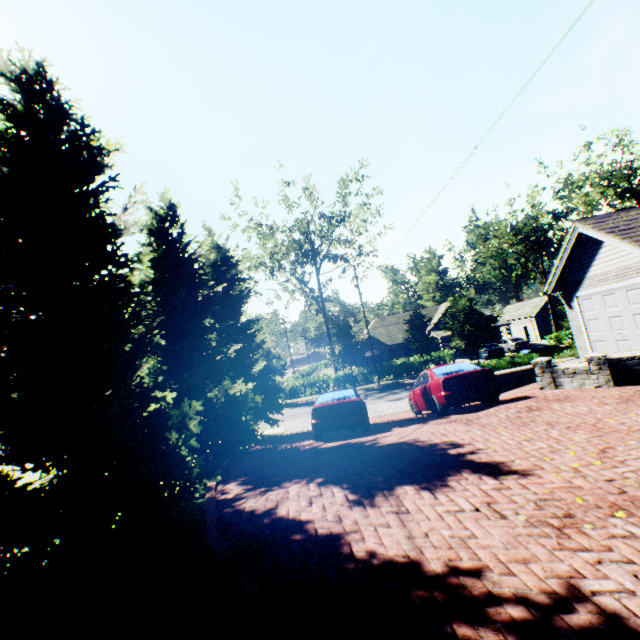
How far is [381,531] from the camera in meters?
4.1

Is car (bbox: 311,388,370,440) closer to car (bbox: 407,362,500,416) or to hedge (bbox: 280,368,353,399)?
car (bbox: 407,362,500,416)

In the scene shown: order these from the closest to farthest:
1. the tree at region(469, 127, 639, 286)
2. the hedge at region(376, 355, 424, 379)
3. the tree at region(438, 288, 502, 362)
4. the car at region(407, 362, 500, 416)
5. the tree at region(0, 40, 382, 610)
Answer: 1. the tree at region(0, 40, 382, 610)
2. the car at region(407, 362, 500, 416)
3. the tree at region(438, 288, 502, 362)
4. the tree at region(469, 127, 639, 286)
5. the hedge at region(376, 355, 424, 379)

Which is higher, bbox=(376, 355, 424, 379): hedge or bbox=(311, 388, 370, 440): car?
bbox=(311, 388, 370, 440): car

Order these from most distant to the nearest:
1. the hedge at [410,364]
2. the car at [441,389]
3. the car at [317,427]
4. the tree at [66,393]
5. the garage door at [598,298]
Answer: the hedge at [410,364]
the garage door at [598,298]
the car at [317,427]
the car at [441,389]
the tree at [66,393]

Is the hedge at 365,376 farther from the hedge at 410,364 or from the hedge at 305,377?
the hedge at 305,377

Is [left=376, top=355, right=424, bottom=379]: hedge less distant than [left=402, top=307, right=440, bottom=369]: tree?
No

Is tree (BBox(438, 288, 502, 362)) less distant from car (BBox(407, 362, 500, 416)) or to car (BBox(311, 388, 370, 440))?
car (BBox(311, 388, 370, 440))
